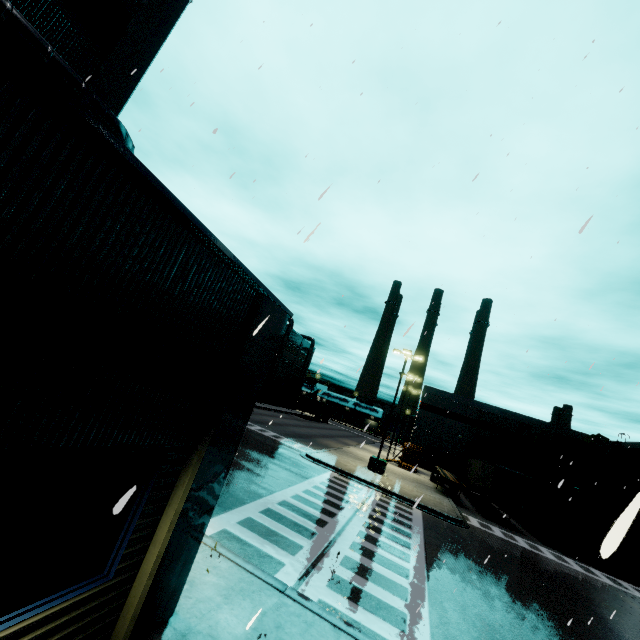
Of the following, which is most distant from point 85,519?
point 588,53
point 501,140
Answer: point 501,140

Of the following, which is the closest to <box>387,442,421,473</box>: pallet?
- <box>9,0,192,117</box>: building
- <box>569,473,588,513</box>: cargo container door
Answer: <box>9,0,192,117</box>: building

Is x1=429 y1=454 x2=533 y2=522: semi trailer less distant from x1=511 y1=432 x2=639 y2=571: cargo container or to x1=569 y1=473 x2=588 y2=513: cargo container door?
x1=511 y1=432 x2=639 y2=571: cargo container

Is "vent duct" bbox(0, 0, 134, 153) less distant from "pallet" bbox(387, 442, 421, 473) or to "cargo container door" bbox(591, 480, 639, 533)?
"cargo container door" bbox(591, 480, 639, 533)

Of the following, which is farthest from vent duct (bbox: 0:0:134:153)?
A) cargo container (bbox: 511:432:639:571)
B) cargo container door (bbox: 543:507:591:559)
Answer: cargo container door (bbox: 543:507:591:559)

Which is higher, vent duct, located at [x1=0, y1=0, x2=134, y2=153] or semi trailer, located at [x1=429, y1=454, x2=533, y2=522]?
vent duct, located at [x1=0, y1=0, x2=134, y2=153]

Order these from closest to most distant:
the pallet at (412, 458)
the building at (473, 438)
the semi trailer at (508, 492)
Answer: the semi trailer at (508, 492) → the pallet at (412, 458) → the building at (473, 438)

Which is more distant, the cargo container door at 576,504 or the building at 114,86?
the cargo container door at 576,504
